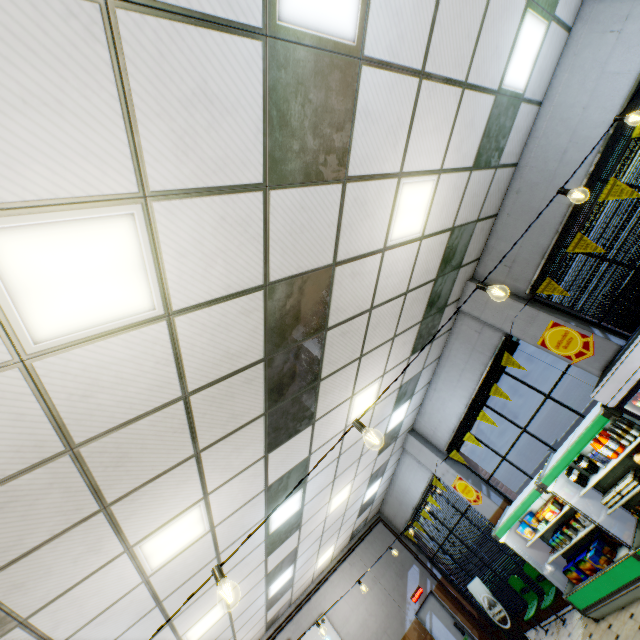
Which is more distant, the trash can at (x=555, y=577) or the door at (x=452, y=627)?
the door at (x=452, y=627)

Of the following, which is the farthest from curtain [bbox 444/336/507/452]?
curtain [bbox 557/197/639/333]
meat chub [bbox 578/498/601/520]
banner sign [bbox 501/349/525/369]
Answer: meat chub [bbox 578/498/601/520]

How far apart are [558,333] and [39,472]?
7.32m

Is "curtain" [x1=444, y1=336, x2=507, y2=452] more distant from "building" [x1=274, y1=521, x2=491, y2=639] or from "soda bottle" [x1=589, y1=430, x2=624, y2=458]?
"soda bottle" [x1=589, y1=430, x2=624, y2=458]

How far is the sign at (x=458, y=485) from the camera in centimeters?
841cm

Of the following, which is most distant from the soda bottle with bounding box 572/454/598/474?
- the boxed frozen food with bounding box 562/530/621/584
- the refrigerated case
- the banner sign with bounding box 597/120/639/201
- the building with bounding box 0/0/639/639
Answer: the banner sign with bounding box 597/120/639/201

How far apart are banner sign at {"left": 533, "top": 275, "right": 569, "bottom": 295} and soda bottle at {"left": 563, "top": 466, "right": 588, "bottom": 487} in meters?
3.5

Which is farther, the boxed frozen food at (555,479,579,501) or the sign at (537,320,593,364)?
the boxed frozen food at (555,479,579,501)
